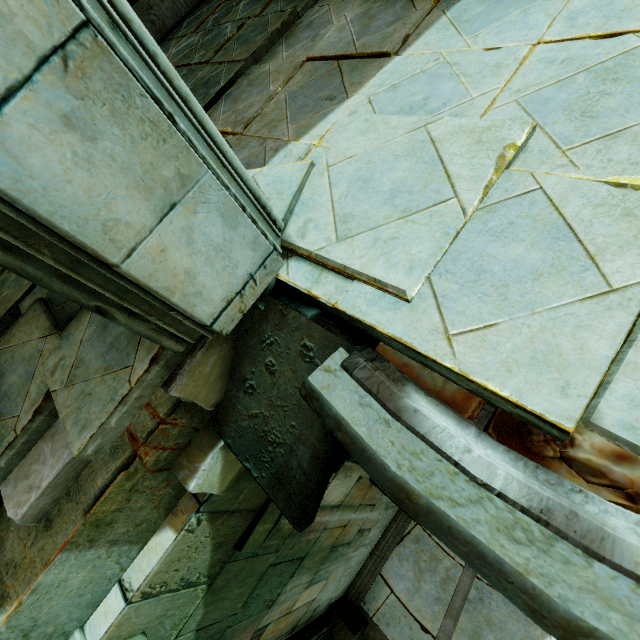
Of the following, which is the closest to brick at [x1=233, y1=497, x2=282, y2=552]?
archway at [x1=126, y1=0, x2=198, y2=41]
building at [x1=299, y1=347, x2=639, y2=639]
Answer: building at [x1=299, y1=347, x2=639, y2=639]

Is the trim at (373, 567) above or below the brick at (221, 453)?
below

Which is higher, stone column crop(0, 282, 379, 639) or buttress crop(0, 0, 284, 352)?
buttress crop(0, 0, 284, 352)

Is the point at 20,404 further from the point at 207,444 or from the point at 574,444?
the point at 574,444

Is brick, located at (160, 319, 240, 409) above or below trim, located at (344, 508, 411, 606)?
above

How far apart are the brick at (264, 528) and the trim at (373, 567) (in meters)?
5.64

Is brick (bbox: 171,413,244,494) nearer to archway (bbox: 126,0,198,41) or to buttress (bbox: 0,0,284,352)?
buttress (bbox: 0,0,284,352)

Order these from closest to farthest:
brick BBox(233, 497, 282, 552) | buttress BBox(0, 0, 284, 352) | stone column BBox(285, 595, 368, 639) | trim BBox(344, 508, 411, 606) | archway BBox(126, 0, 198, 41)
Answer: buttress BBox(0, 0, 284, 352) < brick BBox(233, 497, 282, 552) < archway BBox(126, 0, 198, 41) < stone column BBox(285, 595, 368, 639) < trim BBox(344, 508, 411, 606)
